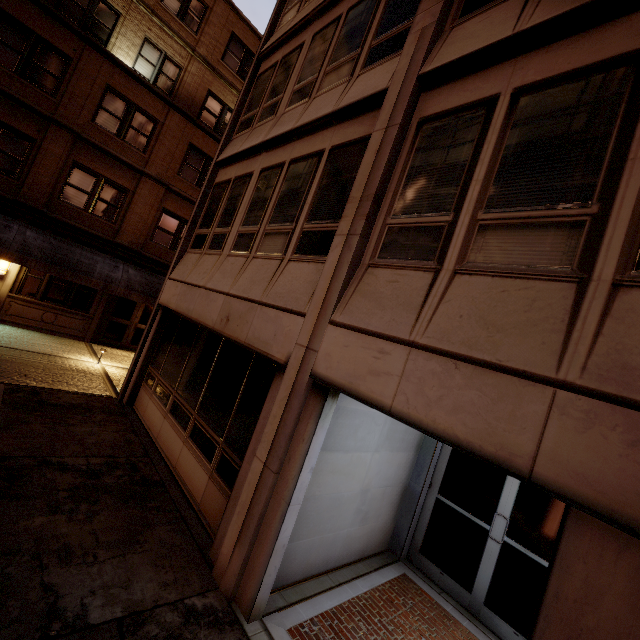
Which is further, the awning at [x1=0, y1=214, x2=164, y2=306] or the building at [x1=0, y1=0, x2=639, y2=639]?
the awning at [x1=0, y1=214, x2=164, y2=306]

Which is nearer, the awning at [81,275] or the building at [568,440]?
the building at [568,440]

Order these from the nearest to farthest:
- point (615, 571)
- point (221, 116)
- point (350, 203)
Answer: point (615, 571) → point (350, 203) → point (221, 116)
